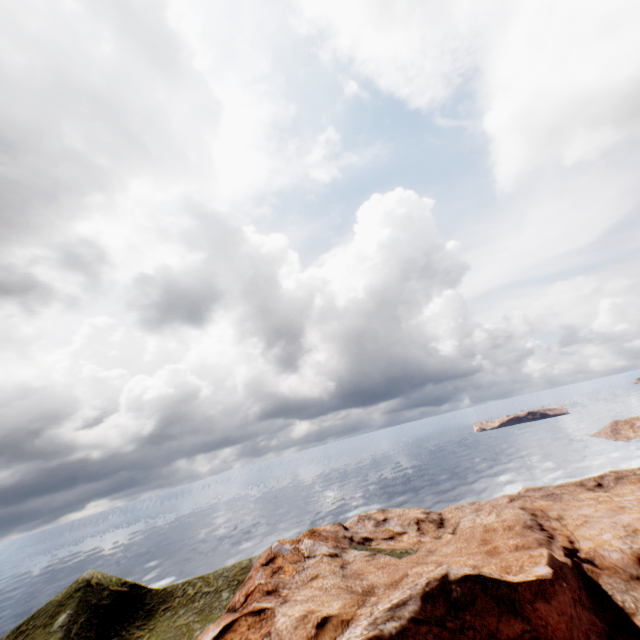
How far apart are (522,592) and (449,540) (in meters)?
17.97
